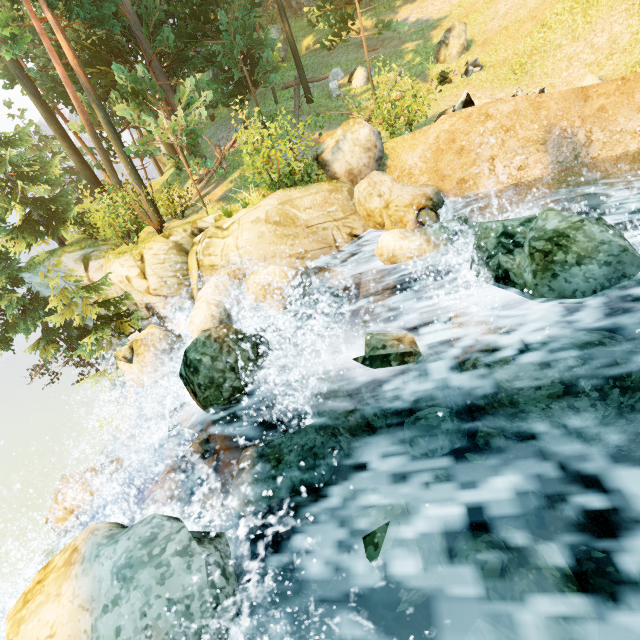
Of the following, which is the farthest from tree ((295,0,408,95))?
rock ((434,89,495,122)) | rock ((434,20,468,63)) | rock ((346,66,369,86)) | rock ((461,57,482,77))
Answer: rock ((434,89,495,122))

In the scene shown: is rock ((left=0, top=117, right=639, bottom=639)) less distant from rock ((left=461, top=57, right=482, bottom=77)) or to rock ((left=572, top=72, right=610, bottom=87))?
rock ((left=572, top=72, right=610, bottom=87))

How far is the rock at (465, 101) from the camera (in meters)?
9.10

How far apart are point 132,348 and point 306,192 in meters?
7.2

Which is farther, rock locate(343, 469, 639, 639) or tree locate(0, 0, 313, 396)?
tree locate(0, 0, 313, 396)

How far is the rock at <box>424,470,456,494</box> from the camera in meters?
4.2 m

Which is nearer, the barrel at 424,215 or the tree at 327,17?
the barrel at 424,215

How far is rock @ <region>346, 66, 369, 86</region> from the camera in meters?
18.3
